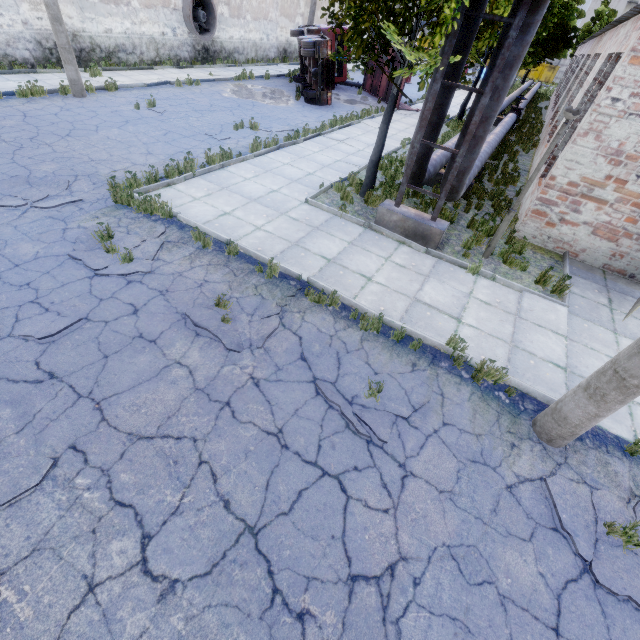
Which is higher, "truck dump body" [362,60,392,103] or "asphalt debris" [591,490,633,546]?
"truck dump body" [362,60,392,103]

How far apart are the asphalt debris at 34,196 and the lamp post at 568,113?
9.8m

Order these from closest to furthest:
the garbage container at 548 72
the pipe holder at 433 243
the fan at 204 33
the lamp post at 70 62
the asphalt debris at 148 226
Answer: the pipe holder at 433 243 < the asphalt debris at 148 226 < the lamp post at 70 62 < the fan at 204 33 < the garbage container at 548 72

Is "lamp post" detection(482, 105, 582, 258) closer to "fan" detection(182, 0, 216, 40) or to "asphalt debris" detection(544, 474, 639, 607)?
"asphalt debris" detection(544, 474, 639, 607)

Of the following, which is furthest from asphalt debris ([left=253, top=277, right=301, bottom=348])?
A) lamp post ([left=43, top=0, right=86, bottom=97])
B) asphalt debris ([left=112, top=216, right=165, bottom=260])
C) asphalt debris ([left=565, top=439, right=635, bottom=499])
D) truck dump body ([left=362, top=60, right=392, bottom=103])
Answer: truck dump body ([left=362, top=60, right=392, bottom=103])

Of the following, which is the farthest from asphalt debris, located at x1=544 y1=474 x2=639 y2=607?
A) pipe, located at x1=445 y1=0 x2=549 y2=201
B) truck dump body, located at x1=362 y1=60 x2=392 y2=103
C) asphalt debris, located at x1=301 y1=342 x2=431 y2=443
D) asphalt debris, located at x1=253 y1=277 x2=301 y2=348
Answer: truck dump body, located at x1=362 y1=60 x2=392 y2=103

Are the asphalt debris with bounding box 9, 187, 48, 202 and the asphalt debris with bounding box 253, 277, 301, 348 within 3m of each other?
no

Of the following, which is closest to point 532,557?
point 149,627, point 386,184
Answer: point 149,627
